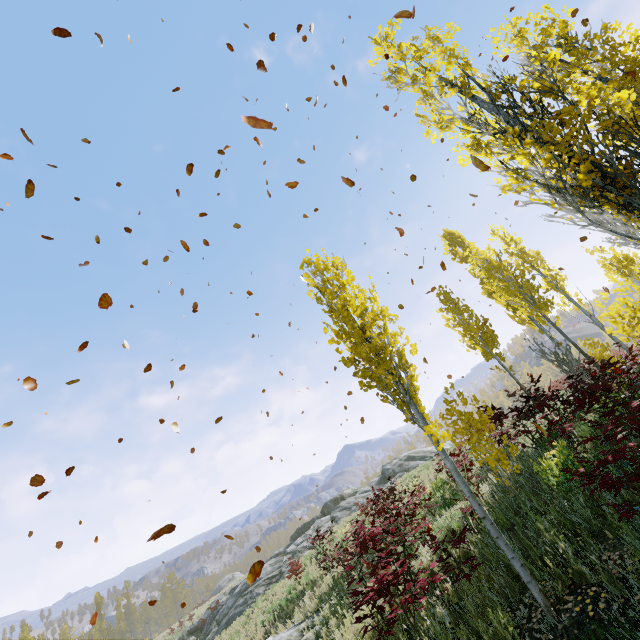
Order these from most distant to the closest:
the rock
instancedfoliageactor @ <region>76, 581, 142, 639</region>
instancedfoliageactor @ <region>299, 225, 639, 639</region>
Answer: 1. instancedfoliageactor @ <region>76, 581, 142, 639</region>
2. the rock
3. instancedfoliageactor @ <region>299, 225, 639, 639</region>

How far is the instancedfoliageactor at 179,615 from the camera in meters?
32.1 m

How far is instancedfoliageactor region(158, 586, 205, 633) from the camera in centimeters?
3215cm

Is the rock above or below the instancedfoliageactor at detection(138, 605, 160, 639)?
below

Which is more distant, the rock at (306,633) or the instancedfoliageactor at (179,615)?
the instancedfoliageactor at (179,615)

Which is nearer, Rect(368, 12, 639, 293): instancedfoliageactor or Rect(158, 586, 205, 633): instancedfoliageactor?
Rect(368, 12, 639, 293): instancedfoliageactor

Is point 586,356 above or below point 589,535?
above
